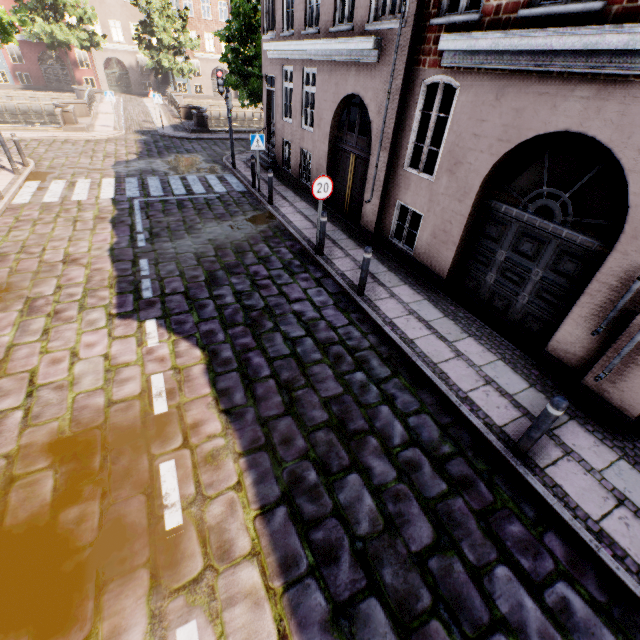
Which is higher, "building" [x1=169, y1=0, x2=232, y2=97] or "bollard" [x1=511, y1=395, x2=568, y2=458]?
"building" [x1=169, y1=0, x2=232, y2=97]

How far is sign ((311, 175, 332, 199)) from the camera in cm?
718

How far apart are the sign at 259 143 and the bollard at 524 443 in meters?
11.3 m

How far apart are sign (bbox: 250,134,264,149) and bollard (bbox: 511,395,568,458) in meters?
11.3

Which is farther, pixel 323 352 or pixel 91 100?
pixel 91 100

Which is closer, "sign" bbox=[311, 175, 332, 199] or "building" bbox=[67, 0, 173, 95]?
"sign" bbox=[311, 175, 332, 199]

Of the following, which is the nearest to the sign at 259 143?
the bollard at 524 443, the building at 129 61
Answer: the building at 129 61

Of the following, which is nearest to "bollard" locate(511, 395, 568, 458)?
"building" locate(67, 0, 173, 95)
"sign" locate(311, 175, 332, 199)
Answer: "building" locate(67, 0, 173, 95)
